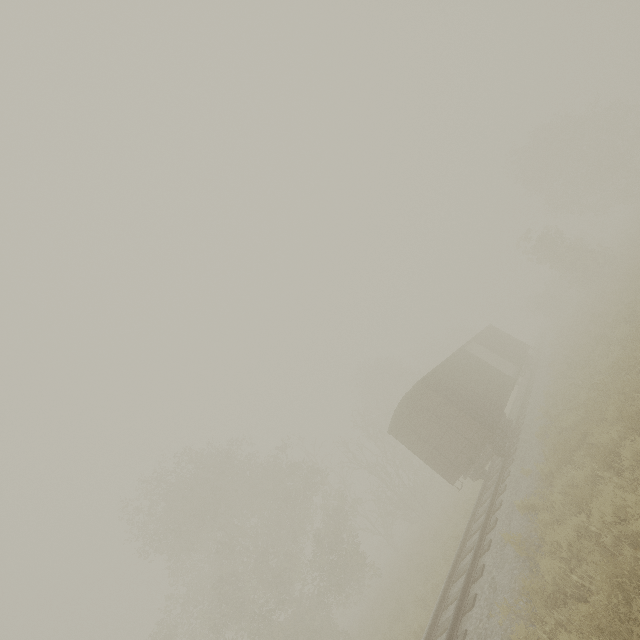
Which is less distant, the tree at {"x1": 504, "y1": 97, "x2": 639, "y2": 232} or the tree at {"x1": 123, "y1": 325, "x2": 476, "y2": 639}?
the tree at {"x1": 123, "y1": 325, "x2": 476, "y2": 639}

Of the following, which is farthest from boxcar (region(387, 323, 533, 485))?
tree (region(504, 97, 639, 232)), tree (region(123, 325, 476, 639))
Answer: tree (region(504, 97, 639, 232))

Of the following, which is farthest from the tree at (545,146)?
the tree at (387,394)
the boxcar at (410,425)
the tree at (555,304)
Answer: the boxcar at (410,425)

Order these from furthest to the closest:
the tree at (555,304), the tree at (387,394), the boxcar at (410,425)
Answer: the tree at (555,304), the tree at (387,394), the boxcar at (410,425)

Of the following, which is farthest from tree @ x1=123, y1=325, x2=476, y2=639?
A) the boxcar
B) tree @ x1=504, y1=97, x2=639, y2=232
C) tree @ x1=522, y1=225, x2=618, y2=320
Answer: tree @ x1=504, y1=97, x2=639, y2=232

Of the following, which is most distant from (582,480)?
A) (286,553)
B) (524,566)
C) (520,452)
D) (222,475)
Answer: (222,475)
